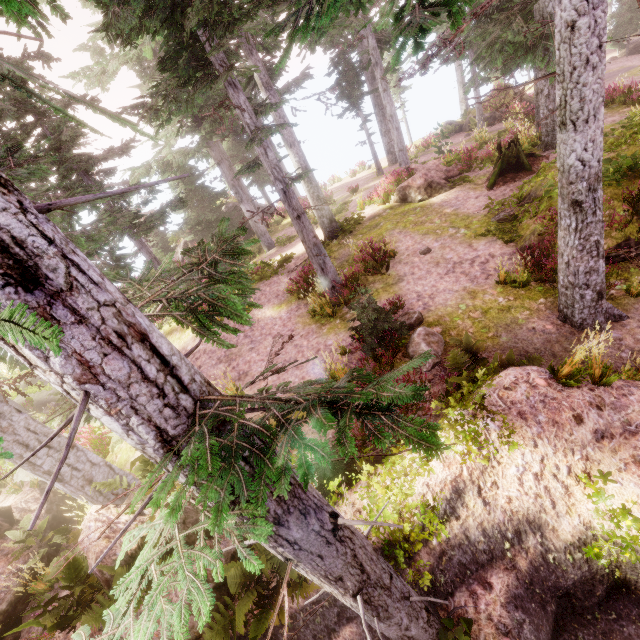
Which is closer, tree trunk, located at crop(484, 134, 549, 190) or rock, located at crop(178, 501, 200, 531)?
rock, located at crop(178, 501, 200, 531)

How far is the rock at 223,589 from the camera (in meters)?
5.34

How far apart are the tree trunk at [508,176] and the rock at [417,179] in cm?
160

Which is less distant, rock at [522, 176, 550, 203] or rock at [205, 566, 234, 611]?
rock at [205, 566, 234, 611]

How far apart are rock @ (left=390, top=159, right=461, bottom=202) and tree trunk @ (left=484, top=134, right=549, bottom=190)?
1.6m

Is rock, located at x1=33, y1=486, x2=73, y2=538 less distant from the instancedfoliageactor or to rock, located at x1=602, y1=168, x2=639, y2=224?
the instancedfoliageactor

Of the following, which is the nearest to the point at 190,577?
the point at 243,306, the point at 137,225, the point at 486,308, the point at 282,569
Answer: the point at 243,306

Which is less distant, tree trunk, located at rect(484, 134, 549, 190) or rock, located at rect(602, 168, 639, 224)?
rock, located at rect(602, 168, 639, 224)
